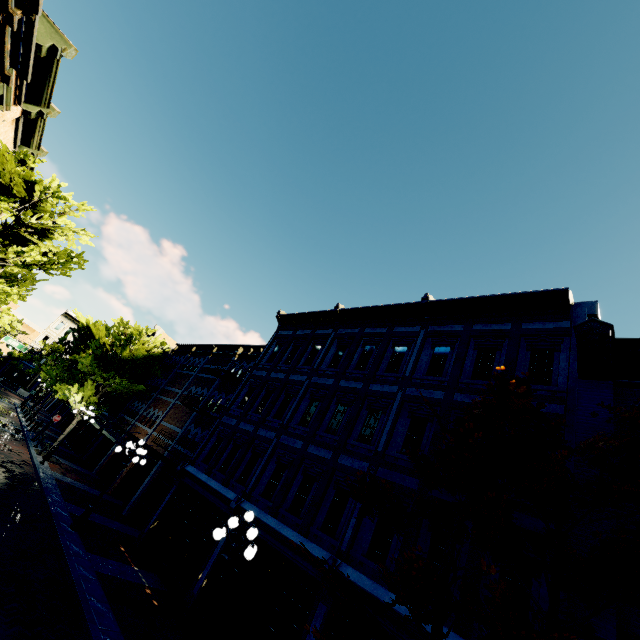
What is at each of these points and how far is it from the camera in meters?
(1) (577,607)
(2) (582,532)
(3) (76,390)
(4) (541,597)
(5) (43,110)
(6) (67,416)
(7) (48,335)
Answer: (1) building, 5.8
(2) building, 6.4
(3) tree, 21.6
(4) building, 6.6
(5) building, 15.9
(6) building, 37.1
(7) building, 53.8

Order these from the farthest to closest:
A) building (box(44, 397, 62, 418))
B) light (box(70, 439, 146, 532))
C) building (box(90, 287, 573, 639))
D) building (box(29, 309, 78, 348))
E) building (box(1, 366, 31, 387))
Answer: building (box(29, 309, 78, 348)), building (box(1, 366, 31, 387)), building (box(44, 397, 62, 418)), light (box(70, 439, 146, 532)), building (box(90, 287, 573, 639))

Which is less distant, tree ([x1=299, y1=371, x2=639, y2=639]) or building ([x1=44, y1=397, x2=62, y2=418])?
tree ([x1=299, y1=371, x2=639, y2=639])

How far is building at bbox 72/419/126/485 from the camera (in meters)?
23.06

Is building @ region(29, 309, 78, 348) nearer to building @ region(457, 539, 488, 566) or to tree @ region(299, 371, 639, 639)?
Result: tree @ region(299, 371, 639, 639)

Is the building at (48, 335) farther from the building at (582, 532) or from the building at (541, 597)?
the building at (582, 532)

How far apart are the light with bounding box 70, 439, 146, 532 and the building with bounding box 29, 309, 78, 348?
53.39m

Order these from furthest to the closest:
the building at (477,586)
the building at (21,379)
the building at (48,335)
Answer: the building at (48,335) → the building at (21,379) → the building at (477,586)
